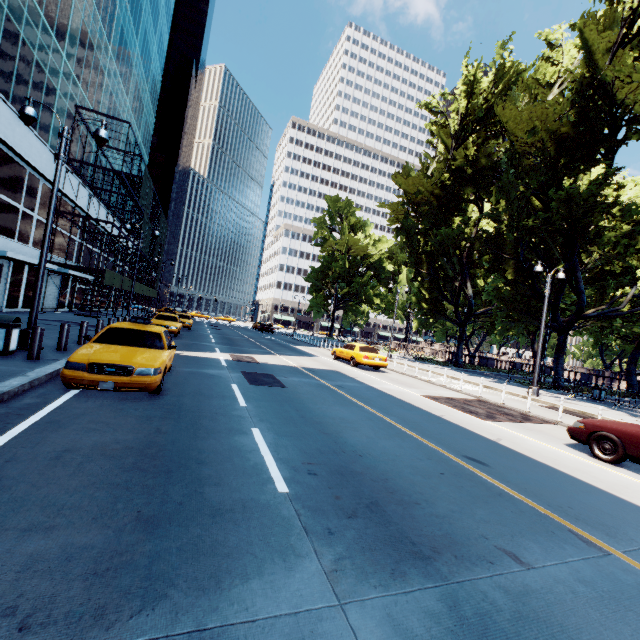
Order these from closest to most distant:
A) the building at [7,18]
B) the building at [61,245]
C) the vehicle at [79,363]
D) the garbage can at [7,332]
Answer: the vehicle at [79,363], the garbage can at [7,332], the building at [7,18], the building at [61,245]

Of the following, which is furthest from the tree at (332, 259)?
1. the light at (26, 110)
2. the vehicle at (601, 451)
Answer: the light at (26, 110)

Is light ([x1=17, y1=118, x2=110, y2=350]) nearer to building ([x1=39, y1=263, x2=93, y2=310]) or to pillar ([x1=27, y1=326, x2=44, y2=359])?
pillar ([x1=27, y1=326, x2=44, y2=359])

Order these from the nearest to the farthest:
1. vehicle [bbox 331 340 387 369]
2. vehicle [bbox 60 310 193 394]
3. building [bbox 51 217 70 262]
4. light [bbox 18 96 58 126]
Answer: vehicle [bbox 60 310 193 394] < light [bbox 18 96 58 126] < vehicle [bbox 331 340 387 369] < building [bbox 51 217 70 262]

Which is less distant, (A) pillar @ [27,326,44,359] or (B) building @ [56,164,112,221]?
(A) pillar @ [27,326,44,359]

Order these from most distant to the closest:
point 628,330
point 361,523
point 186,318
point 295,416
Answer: point 186,318 → point 628,330 → point 295,416 → point 361,523

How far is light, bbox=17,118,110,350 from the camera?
9.6m

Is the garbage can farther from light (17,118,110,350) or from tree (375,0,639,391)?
tree (375,0,639,391)
